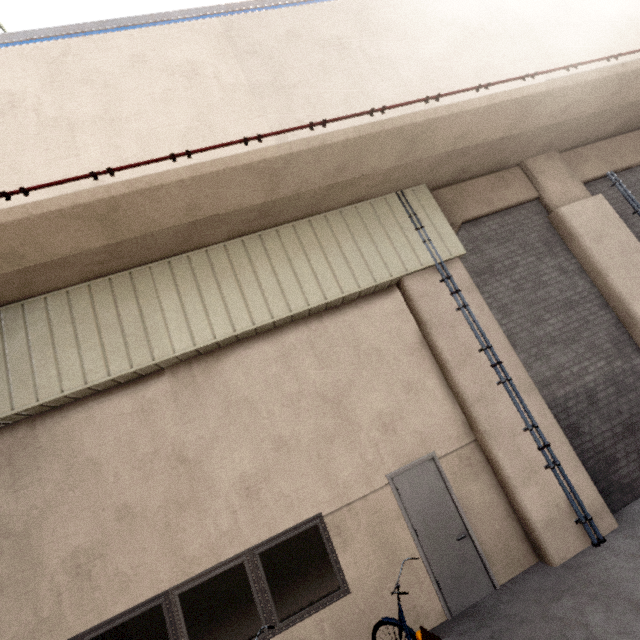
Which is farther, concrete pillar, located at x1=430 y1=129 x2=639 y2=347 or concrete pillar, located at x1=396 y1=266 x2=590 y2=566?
concrete pillar, located at x1=430 y1=129 x2=639 y2=347

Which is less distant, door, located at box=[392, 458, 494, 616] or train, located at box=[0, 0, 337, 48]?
door, located at box=[392, 458, 494, 616]

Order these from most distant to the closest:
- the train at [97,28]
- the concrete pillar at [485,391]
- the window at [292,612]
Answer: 1. the train at [97,28]
2. the concrete pillar at [485,391]
3. the window at [292,612]

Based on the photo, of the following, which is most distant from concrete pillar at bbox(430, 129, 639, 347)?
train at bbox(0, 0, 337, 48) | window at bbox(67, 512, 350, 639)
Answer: window at bbox(67, 512, 350, 639)

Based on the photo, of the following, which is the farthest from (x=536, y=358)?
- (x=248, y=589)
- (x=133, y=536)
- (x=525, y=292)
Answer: (x=133, y=536)

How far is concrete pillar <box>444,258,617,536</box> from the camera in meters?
5.2

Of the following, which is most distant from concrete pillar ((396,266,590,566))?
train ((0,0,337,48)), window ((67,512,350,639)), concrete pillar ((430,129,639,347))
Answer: train ((0,0,337,48))

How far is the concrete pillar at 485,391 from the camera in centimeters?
507cm
